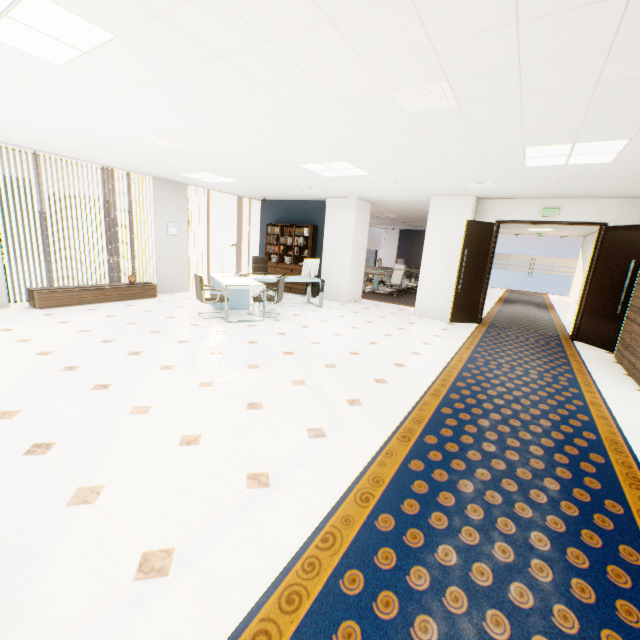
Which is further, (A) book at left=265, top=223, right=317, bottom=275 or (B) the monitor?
(A) book at left=265, top=223, right=317, bottom=275

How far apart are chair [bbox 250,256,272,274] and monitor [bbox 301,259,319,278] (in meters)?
1.23

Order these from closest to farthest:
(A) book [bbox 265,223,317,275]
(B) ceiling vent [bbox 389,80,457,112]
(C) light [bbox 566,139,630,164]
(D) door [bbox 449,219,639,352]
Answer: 1. (B) ceiling vent [bbox 389,80,457,112]
2. (C) light [bbox 566,139,630,164]
3. (D) door [bbox 449,219,639,352]
4. (A) book [bbox 265,223,317,275]

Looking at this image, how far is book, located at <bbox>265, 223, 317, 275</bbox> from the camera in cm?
1010

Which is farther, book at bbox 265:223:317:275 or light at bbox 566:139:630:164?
book at bbox 265:223:317:275

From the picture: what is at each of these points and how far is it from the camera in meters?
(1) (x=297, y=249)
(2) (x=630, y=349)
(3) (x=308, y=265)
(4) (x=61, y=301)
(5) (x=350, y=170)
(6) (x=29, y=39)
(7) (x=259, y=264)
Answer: (1) book, 10.4
(2) cupboard, 5.2
(3) monitor, 8.3
(4) cupboard, 6.5
(5) light, 5.8
(6) light, 2.5
(7) chair, 9.4

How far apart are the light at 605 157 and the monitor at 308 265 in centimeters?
493cm

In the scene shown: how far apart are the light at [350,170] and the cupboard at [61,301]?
4.8 meters
